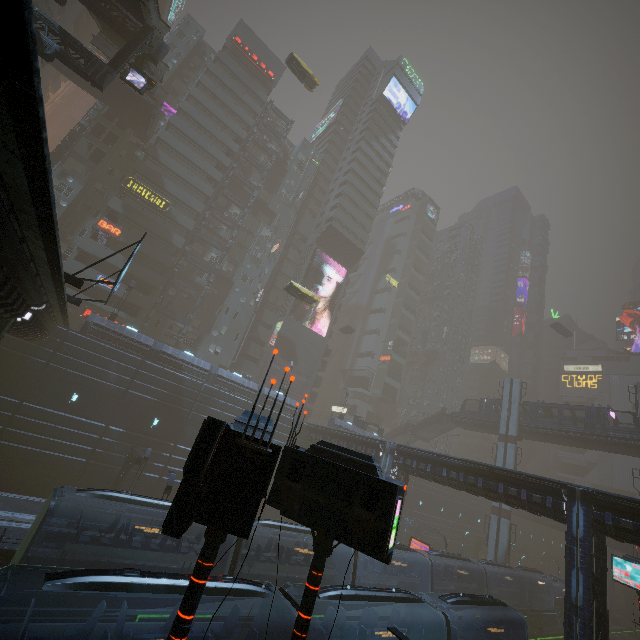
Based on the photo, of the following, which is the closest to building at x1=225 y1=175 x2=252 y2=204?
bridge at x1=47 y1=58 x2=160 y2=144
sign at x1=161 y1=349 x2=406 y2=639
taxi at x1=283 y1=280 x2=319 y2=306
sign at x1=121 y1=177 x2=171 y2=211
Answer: sign at x1=121 y1=177 x2=171 y2=211

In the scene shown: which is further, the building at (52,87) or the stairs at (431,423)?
the stairs at (431,423)

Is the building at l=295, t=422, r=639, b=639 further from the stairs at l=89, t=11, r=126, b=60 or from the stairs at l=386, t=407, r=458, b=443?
the stairs at l=386, t=407, r=458, b=443

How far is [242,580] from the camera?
10.0 meters

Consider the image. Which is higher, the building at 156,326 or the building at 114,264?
the building at 114,264

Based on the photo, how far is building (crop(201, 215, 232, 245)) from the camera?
47.6m

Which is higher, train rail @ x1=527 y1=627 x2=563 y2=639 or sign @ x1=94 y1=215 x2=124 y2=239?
sign @ x1=94 y1=215 x2=124 y2=239

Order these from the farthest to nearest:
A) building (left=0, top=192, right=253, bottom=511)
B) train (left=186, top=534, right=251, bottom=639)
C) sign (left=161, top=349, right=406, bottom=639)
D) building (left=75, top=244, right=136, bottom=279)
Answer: building (left=75, top=244, right=136, bottom=279) → building (left=0, top=192, right=253, bottom=511) → train (left=186, top=534, right=251, bottom=639) → sign (left=161, top=349, right=406, bottom=639)
